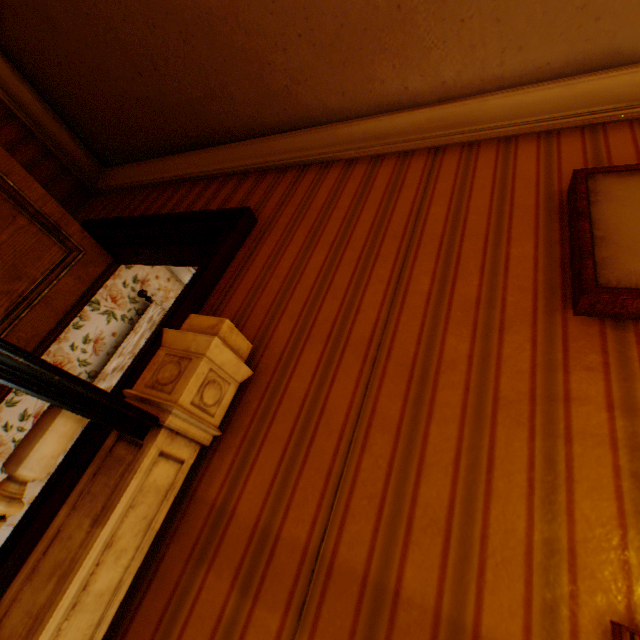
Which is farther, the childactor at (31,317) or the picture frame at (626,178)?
the childactor at (31,317)

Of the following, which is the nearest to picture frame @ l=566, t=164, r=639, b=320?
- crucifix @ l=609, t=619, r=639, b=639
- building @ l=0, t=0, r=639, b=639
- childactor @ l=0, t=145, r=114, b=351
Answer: building @ l=0, t=0, r=639, b=639

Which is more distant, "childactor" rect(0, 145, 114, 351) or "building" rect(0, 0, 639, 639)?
"childactor" rect(0, 145, 114, 351)

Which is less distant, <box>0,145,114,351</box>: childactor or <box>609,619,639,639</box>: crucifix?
<box>609,619,639,639</box>: crucifix

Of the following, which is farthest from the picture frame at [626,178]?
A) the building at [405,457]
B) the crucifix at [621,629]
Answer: the crucifix at [621,629]

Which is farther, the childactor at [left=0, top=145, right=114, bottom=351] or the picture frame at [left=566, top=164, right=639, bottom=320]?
the childactor at [left=0, top=145, right=114, bottom=351]

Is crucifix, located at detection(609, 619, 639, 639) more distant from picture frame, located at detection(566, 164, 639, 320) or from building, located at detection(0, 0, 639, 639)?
picture frame, located at detection(566, 164, 639, 320)

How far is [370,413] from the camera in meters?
1.0
